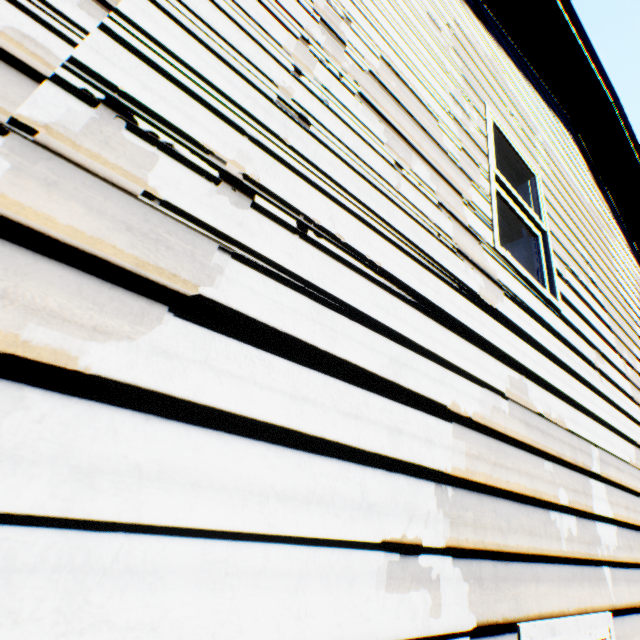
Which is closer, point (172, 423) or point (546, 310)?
point (172, 423)
